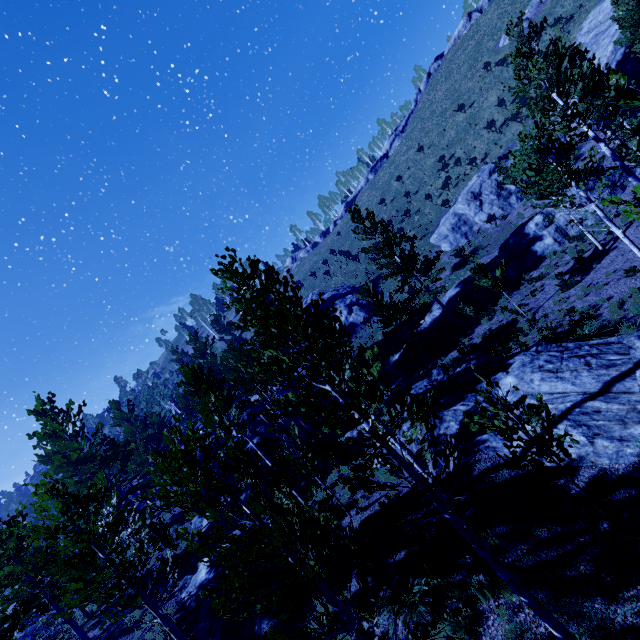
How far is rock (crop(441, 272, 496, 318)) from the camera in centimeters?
2373cm

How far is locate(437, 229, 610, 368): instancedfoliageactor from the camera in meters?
13.6

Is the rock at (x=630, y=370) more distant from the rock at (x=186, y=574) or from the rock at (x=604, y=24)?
the rock at (x=604, y=24)

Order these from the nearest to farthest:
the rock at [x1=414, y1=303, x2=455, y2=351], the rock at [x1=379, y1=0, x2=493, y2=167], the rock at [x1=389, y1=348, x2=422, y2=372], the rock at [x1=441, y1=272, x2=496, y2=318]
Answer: the rock at [x1=441, y1=272, x2=496, y2=318] → the rock at [x1=414, y1=303, x2=455, y2=351] → the rock at [x1=389, y1=348, x2=422, y2=372] → the rock at [x1=379, y1=0, x2=493, y2=167]

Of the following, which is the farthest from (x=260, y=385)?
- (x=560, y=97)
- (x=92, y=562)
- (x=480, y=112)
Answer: (x=480, y=112)

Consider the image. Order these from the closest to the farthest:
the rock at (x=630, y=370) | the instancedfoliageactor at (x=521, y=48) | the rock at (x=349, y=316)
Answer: the rock at (x=630, y=370) < the instancedfoliageactor at (x=521, y=48) < the rock at (x=349, y=316)

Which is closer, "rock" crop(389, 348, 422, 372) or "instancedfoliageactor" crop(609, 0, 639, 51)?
"instancedfoliageactor" crop(609, 0, 639, 51)
